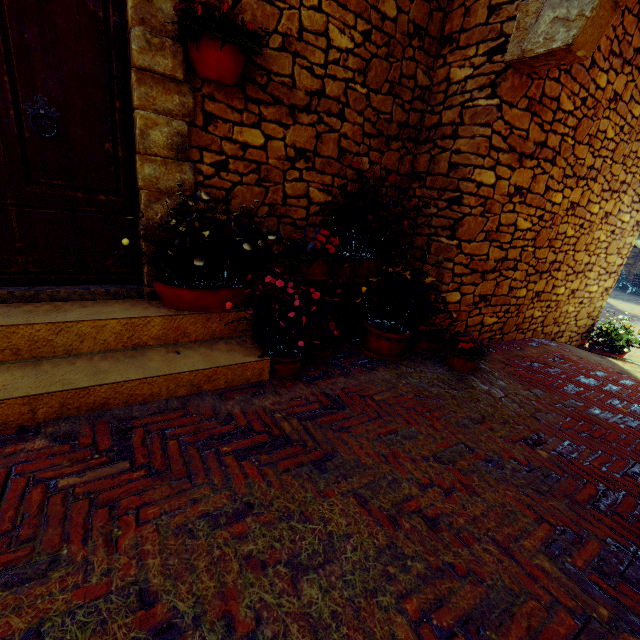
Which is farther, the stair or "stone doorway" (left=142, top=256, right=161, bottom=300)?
"stone doorway" (left=142, top=256, right=161, bottom=300)

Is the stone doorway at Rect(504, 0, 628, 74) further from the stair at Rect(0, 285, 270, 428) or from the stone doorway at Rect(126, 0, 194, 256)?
the stair at Rect(0, 285, 270, 428)

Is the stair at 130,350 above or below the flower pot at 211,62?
below

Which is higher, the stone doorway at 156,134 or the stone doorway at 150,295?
the stone doorway at 156,134

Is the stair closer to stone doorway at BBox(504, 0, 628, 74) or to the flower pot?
the flower pot

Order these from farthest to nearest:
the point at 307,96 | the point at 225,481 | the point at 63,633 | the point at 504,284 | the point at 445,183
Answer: the point at 504,284
the point at 445,183
the point at 307,96
the point at 225,481
the point at 63,633

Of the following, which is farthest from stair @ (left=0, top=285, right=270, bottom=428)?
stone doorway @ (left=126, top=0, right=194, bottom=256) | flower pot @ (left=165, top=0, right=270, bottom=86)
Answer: flower pot @ (left=165, top=0, right=270, bottom=86)
